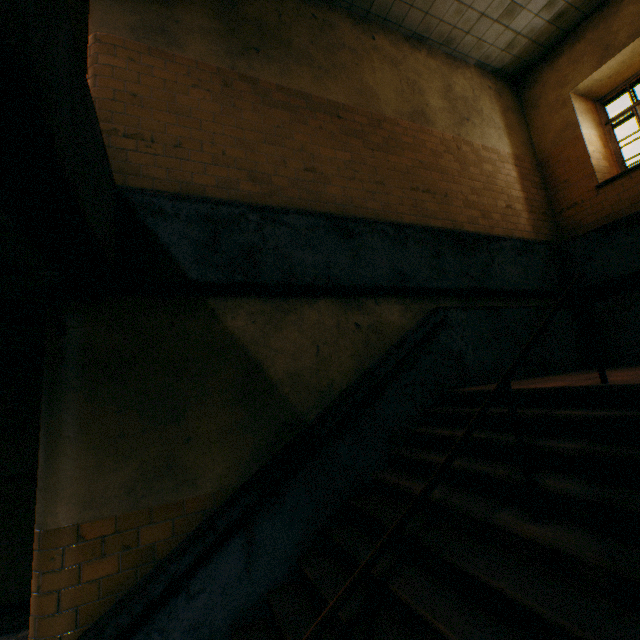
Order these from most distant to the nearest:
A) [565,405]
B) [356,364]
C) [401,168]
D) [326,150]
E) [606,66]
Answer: [606,66] < [401,168] < [326,150] < [356,364] < [565,405]
